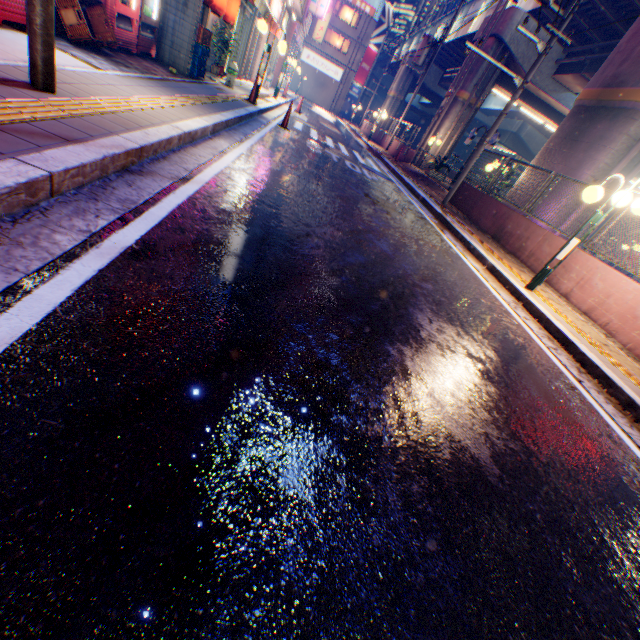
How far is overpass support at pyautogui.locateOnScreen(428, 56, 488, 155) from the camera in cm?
1944

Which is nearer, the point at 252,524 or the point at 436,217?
the point at 252,524

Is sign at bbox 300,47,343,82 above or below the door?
above

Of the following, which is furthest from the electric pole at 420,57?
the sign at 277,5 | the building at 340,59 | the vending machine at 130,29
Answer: the vending machine at 130,29

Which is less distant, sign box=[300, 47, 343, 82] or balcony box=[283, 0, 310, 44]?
balcony box=[283, 0, 310, 44]

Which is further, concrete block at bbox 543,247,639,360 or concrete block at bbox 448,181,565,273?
concrete block at bbox 448,181,565,273

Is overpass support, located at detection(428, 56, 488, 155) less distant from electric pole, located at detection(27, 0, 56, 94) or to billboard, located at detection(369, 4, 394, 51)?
electric pole, located at detection(27, 0, 56, 94)

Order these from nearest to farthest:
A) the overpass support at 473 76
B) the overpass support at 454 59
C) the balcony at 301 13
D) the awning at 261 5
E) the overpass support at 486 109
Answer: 1. the awning at 261 5
2. the balcony at 301 13
3. the overpass support at 473 76
4. the overpass support at 486 109
5. the overpass support at 454 59
